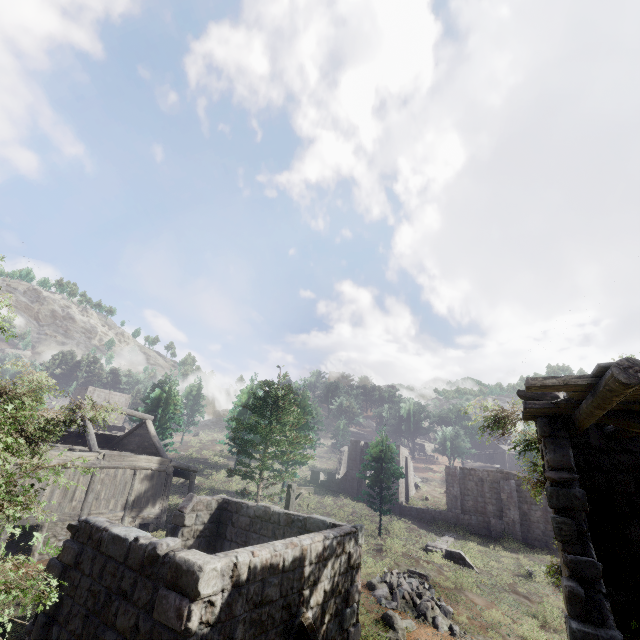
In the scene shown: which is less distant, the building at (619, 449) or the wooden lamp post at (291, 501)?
the building at (619, 449)

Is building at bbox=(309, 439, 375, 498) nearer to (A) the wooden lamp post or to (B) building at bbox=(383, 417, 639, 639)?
(A) the wooden lamp post

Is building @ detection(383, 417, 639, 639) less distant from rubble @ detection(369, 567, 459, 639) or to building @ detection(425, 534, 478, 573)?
rubble @ detection(369, 567, 459, 639)

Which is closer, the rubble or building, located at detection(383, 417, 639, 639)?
building, located at detection(383, 417, 639, 639)

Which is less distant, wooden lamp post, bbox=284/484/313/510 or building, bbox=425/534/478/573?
wooden lamp post, bbox=284/484/313/510

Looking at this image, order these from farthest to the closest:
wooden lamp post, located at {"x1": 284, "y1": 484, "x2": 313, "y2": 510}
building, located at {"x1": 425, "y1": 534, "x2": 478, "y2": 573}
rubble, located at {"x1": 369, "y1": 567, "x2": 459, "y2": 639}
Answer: building, located at {"x1": 425, "y1": 534, "x2": 478, "y2": 573}
rubble, located at {"x1": 369, "y1": 567, "x2": 459, "y2": 639}
wooden lamp post, located at {"x1": 284, "y1": 484, "x2": 313, "y2": 510}

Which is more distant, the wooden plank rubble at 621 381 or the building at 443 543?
the building at 443 543

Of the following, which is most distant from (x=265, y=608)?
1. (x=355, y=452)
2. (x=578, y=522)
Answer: (x=355, y=452)
